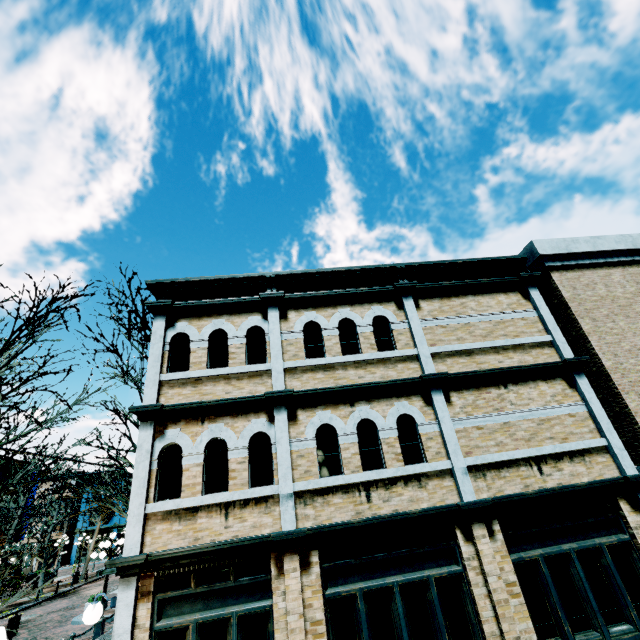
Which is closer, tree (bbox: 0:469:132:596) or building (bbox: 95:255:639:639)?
building (bbox: 95:255:639:639)

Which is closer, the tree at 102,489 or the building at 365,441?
the building at 365,441

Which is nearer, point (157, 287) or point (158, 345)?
point (158, 345)
